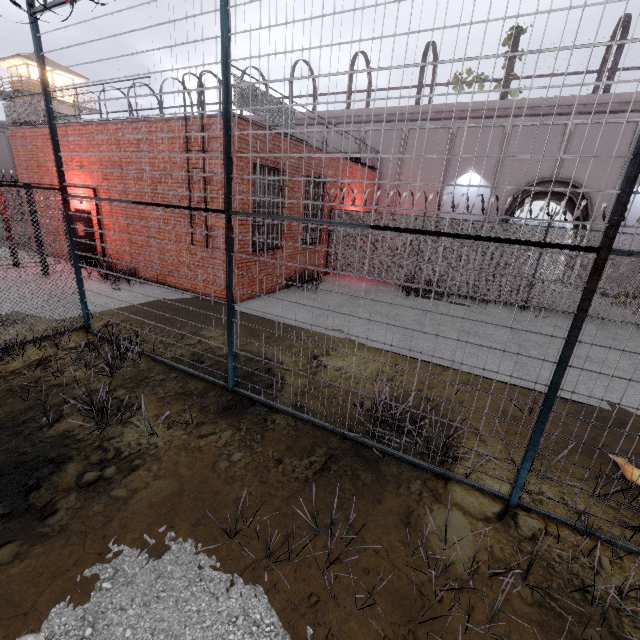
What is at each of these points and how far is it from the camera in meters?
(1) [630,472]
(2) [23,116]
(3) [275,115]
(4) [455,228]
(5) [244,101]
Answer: (1) plant, 3.9
(2) metal railing, 12.4
(3) metal railing, 9.6
(4) fence, 11.9
(5) metal railing, 8.4

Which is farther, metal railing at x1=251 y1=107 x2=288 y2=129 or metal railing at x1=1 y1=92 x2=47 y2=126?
metal railing at x1=1 y1=92 x2=47 y2=126

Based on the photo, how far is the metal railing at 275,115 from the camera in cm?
898

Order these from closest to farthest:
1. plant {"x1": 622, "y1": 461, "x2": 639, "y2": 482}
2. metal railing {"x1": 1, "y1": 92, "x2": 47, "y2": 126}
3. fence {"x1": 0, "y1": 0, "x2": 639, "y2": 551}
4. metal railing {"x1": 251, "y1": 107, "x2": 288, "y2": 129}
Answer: fence {"x1": 0, "y1": 0, "x2": 639, "y2": 551}
plant {"x1": 622, "y1": 461, "x2": 639, "y2": 482}
metal railing {"x1": 251, "y1": 107, "x2": 288, "y2": 129}
metal railing {"x1": 1, "y1": 92, "x2": 47, "y2": 126}

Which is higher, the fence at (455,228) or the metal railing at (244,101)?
the metal railing at (244,101)

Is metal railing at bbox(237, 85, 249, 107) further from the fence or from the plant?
the plant

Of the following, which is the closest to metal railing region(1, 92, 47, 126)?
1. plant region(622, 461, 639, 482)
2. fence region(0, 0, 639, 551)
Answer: fence region(0, 0, 639, 551)

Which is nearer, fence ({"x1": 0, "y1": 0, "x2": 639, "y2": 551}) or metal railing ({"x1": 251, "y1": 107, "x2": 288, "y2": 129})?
fence ({"x1": 0, "y1": 0, "x2": 639, "y2": 551})
